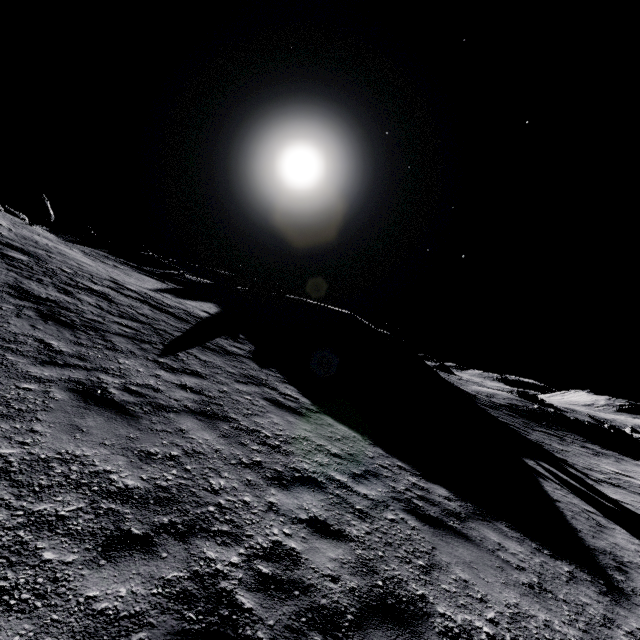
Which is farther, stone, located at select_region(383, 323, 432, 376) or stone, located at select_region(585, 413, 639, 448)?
stone, located at select_region(585, 413, 639, 448)

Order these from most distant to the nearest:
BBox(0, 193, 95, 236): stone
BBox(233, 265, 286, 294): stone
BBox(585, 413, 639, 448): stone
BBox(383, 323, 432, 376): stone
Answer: BBox(233, 265, 286, 294): stone
BBox(585, 413, 639, 448): stone
BBox(383, 323, 432, 376): stone
BBox(0, 193, 95, 236): stone

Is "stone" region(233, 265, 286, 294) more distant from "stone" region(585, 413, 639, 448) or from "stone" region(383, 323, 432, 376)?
"stone" region(585, 413, 639, 448)

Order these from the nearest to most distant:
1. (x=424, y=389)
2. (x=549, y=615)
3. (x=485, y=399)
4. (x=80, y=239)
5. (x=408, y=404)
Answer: (x=549, y=615), (x=408, y=404), (x=424, y=389), (x=80, y=239), (x=485, y=399)

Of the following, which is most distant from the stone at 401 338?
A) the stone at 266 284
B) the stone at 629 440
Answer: the stone at 266 284

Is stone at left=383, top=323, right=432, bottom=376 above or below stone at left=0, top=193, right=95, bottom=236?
below

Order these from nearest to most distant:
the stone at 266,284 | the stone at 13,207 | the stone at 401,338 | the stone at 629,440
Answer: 1. the stone at 13,207
2. the stone at 401,338
3. the stone at 629,440
4. the stone at 266,284

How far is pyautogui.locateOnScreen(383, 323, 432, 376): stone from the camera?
30.1m
